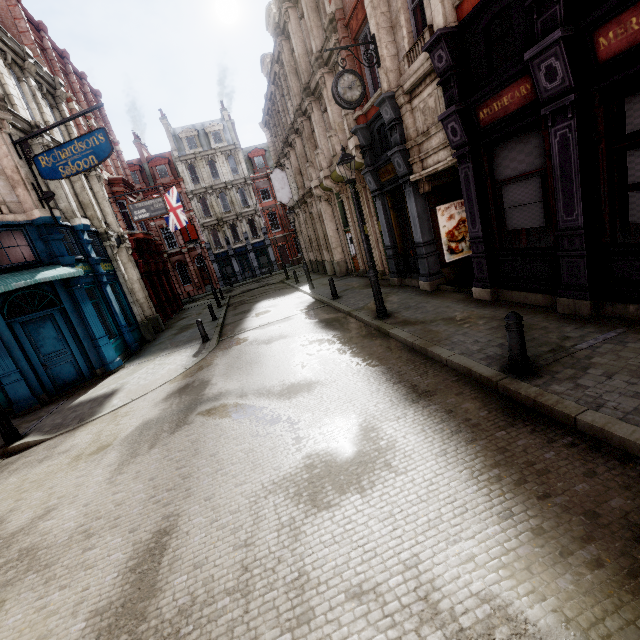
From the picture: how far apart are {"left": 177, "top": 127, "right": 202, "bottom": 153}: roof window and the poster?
39.0 meters

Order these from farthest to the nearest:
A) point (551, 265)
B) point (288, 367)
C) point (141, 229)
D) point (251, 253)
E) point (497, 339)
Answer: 1. point (251, 253)
2. point (141, 229)
3. point (288, 367)
4. point (551, 265)
5. point (497, 339)

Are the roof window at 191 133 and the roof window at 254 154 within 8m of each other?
yes

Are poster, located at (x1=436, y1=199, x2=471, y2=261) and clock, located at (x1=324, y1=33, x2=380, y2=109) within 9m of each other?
yes

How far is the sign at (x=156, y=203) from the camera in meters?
18.5

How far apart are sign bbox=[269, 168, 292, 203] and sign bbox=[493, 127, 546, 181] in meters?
18.5 m

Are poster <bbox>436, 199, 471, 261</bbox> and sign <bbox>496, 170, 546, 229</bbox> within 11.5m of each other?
yes

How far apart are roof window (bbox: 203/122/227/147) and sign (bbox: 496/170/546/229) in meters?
41.3 m
